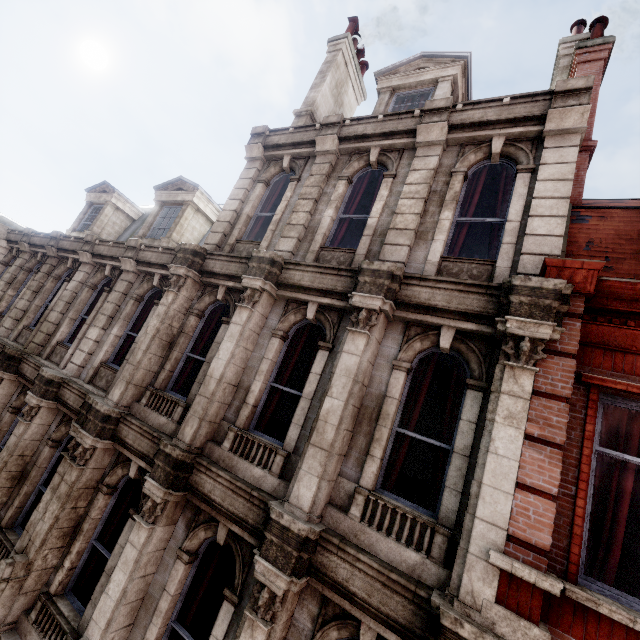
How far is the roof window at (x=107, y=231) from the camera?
13.1 meters

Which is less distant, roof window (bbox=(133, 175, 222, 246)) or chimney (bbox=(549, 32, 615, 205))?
chimney (bbox=(549, 32, 615, 205))

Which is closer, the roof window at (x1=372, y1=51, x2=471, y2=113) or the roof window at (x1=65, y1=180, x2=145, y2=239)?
the roof window at (x1=372, y1=51, x2=471, y2=113)

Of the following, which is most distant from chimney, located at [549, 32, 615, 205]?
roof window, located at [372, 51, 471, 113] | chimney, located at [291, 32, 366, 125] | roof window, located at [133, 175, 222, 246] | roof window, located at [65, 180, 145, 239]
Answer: roof window, located at [65, 180, 145, 239]

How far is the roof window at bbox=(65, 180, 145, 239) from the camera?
13.14m

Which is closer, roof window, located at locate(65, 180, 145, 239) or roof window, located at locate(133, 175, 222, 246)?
roof window, located at locate(133, 175, 222, 246)

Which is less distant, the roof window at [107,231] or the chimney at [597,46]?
the chimney at [597,46]

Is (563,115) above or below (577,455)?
above
